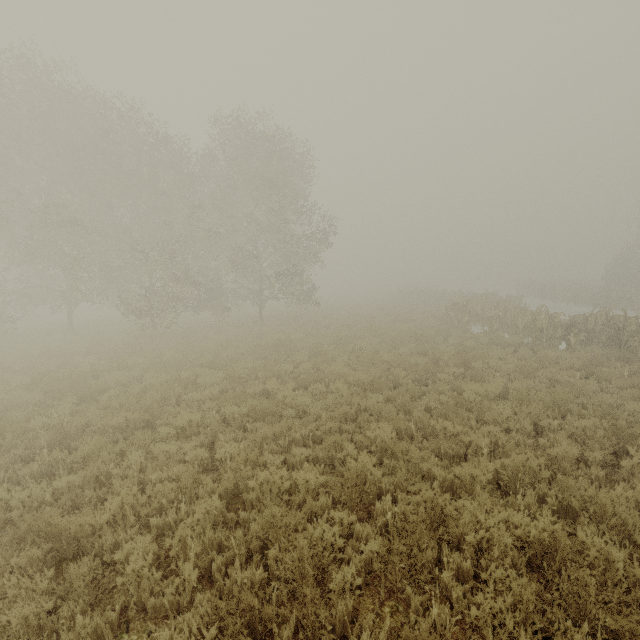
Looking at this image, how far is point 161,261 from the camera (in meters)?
19.55
